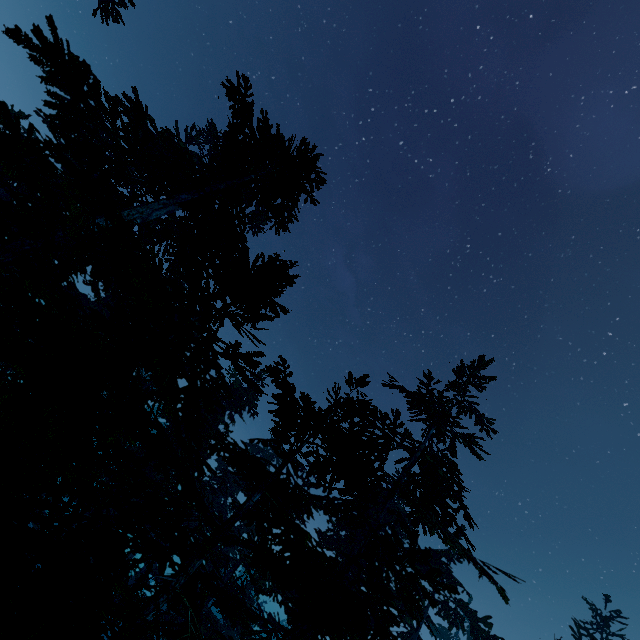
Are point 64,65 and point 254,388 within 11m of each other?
yes
